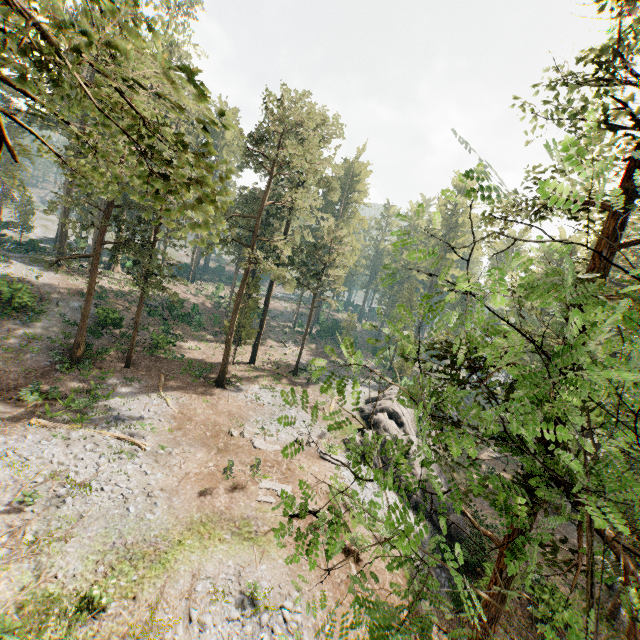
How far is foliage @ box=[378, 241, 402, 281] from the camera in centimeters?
405cm

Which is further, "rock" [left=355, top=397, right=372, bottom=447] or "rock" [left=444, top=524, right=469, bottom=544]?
"rock" [left=355, top=397, right=372, bottom=447]

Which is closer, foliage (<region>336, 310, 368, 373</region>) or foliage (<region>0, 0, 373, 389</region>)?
foliage (<region>0, 0, 373, 389</region>)

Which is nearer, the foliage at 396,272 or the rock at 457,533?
the foliage at 396,272

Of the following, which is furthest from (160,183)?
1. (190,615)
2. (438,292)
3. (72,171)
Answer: (72,171)

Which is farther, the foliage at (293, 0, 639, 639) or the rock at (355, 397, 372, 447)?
the rock at (355, 397, 372, 447)
